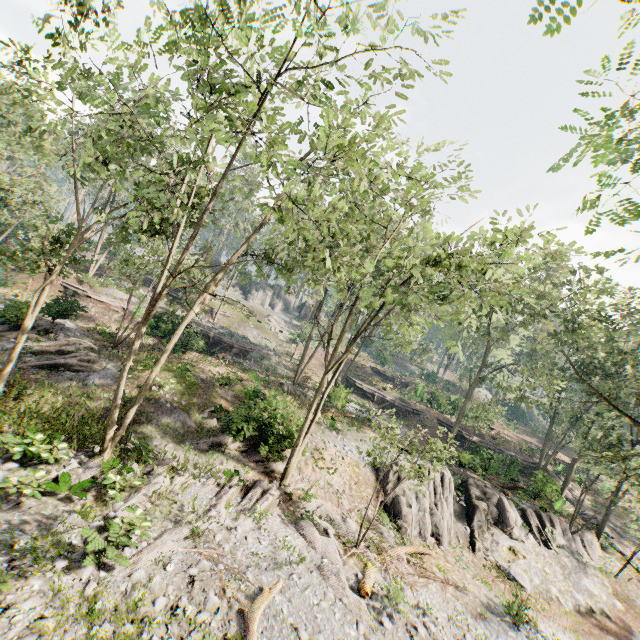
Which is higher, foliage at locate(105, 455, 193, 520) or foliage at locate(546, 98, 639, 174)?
foliage at locate(546, 98, 639, 174)

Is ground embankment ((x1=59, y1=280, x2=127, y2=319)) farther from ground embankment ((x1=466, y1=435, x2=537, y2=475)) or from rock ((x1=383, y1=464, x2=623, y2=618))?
ground embankment ((x1=466, y1=435, x2=537, y2=475))

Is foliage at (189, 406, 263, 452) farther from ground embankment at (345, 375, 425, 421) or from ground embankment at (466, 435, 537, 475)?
ground embankment at (345, 375, 425, 421)

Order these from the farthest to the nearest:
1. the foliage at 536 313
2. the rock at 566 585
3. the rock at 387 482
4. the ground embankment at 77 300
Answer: the ground embankment at 77 300 < the rock at 387 482 < the rock at 566 585 < the foliage at 536 313

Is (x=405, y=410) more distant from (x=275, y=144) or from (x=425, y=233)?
(x=275, y=144)

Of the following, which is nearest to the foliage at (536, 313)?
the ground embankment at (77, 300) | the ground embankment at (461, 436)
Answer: the ground embankment at (461, 436)

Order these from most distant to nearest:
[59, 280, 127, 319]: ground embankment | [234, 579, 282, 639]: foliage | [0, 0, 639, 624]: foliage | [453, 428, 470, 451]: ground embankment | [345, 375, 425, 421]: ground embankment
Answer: [345, 375, 425, 421]: ground embankment
[453, 428, 470, 451]: ground embankment
[59, 280, 127, 319]: ground embankment
[0, 0, 639, 624]: foliage
[234, 579, 282, 639]: foliage

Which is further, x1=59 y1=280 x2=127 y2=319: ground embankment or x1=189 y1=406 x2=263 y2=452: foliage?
x1=59 y1=280 x2=127 y2=319: ground embankment
